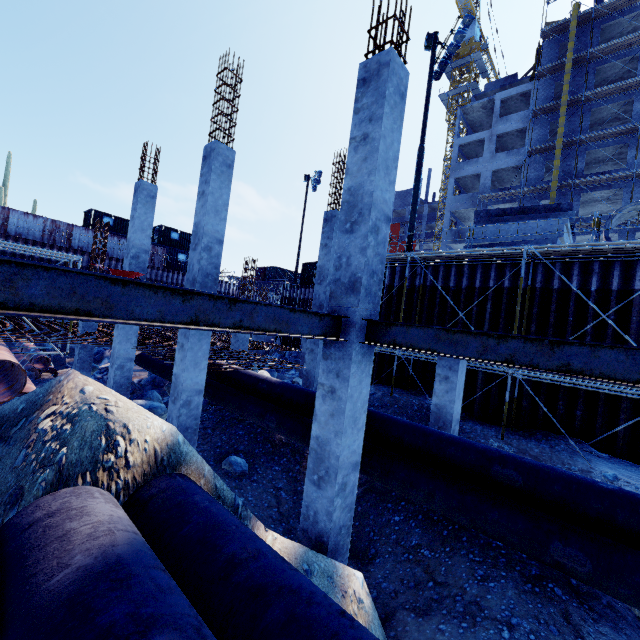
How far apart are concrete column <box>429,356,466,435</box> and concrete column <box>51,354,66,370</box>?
19.9 meters

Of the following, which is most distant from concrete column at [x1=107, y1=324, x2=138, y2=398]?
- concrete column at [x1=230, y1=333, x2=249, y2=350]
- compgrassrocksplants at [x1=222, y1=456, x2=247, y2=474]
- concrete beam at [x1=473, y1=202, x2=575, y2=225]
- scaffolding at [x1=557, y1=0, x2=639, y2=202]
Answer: concrete beam at [x1=473, y1=202, x2=575, y2=225]

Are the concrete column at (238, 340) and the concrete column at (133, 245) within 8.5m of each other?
yes

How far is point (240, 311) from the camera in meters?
3.6

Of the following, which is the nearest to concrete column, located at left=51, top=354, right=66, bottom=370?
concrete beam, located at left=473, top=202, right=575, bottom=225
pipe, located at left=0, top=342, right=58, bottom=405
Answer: pipe, located at left=0, top=342, right=58, bottom=405

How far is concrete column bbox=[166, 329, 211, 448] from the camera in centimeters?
810cm

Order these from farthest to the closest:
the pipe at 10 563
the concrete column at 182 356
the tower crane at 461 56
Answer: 1. the tower crane at 461 56
2. the concrete column at 182 356
3. the pipe at 10 563

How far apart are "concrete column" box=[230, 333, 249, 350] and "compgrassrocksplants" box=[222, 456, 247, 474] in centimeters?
590cm
